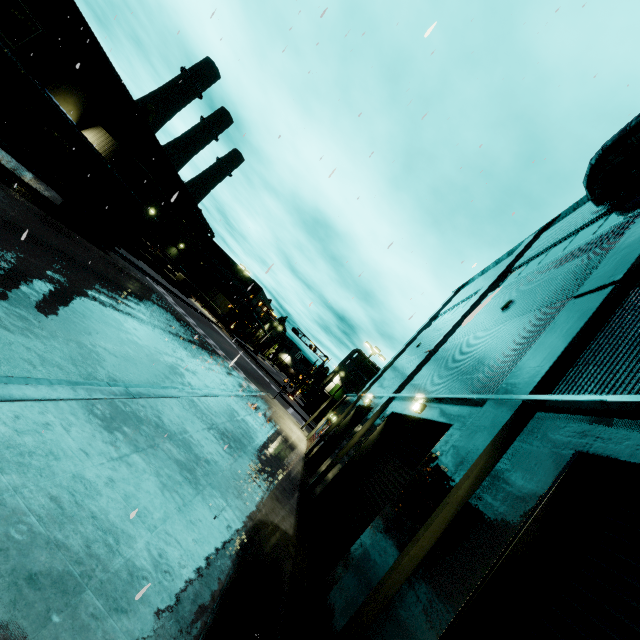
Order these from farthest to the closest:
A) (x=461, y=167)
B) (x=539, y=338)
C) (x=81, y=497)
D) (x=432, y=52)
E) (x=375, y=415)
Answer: (x=375, y=415) → (x=461, y=167) → (x=539, y=338) → (x=432, y=52) → (x=81, y=497)

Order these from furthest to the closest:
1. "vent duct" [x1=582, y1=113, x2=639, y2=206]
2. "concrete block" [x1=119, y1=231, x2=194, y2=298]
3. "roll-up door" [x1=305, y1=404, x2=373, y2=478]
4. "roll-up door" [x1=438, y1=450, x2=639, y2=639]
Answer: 1. "concrete block" [x1=119, y1=231, x2=194, y2=298]
2. "roll-up door" [x1=305, y1=404, x2=373, y2=478]
3. "vent duct" [x1=582, y1=113, x2=639, y2=206]
4. "roll-up door" [x1=438, y1=450, x2=639, y2=639]

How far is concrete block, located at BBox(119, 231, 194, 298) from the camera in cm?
3023

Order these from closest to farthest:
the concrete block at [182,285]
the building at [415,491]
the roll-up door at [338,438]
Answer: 1. the building at [415,491]
2. the roll-up door at [338,438]
3. the concrete block at [182,285]

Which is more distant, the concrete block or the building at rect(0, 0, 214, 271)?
the concrete block

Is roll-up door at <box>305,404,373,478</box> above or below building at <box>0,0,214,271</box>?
below

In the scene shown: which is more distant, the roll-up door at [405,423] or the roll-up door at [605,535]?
the roll-up door at [405,423]

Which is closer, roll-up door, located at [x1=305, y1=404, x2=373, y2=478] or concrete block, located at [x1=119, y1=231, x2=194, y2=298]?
roll-up door, located at [x1=305, y1=404, x2=373, y2=478]
